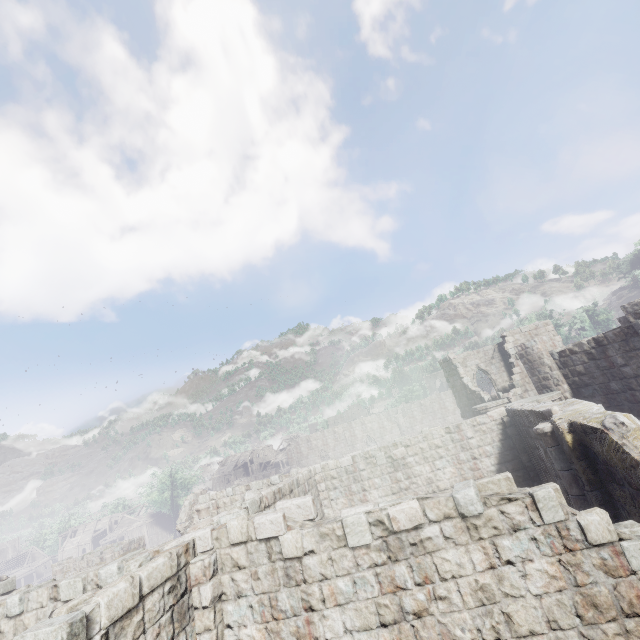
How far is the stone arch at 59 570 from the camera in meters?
25.9 m

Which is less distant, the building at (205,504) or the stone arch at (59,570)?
the building at (205,504)

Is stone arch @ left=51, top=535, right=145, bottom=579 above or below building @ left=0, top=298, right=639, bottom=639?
below

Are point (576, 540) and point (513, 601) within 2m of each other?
yes

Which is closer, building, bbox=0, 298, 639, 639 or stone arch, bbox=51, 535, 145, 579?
building, bbox=0, 298, 639, 639

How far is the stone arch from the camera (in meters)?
25.94
